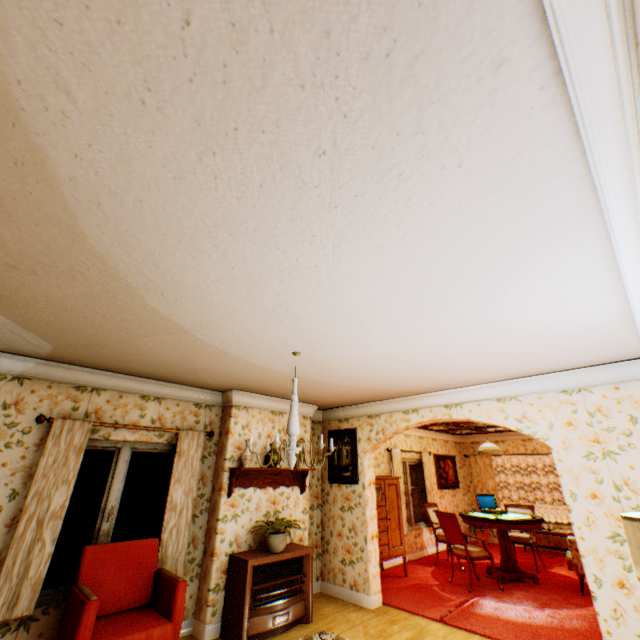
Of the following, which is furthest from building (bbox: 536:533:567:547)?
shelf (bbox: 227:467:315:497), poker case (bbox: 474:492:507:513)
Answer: poker case (bbox: 474:492:507:513)

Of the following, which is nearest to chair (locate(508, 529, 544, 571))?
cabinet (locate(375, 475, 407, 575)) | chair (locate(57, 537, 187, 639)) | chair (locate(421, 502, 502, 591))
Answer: chair (locate(421, 502, 502, 591))

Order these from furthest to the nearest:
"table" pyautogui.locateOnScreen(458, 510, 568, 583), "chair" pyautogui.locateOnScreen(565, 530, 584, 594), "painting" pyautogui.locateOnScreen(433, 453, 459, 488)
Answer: "painting" pyautogui.locateOnScreen(433, 453, 459, 488) < "table" pyautogui.locateOnScreen(458, 510, 568, 583) < "chair" pyautogui.locateOnScreen(565, 530, 584, 594)

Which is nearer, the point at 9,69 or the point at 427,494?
the point at 9,69

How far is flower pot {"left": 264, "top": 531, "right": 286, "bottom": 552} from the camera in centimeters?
463cm

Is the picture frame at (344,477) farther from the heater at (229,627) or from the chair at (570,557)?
the chair at (570,557)

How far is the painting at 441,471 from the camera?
9.8m

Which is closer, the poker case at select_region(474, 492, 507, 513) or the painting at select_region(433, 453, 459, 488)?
the poker case at select_region(474, 492, 507, 513)
